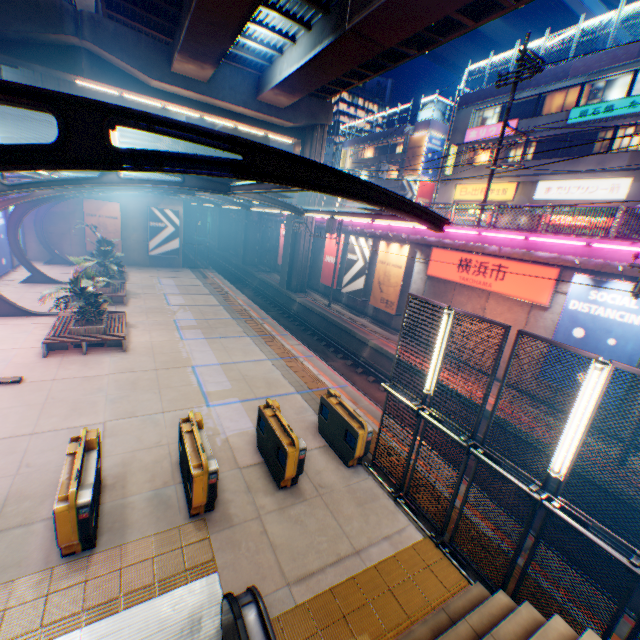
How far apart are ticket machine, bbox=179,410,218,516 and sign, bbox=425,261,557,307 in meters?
13.8

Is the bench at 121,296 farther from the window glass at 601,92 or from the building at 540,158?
the window glass at 601,92

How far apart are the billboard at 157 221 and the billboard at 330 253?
14.6 meters

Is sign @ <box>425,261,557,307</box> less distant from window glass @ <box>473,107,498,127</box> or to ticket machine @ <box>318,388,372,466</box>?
ticket machine @ <box>318,388,372,466</box>

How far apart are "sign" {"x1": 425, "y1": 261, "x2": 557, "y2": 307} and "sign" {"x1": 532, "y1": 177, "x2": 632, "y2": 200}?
11.75m

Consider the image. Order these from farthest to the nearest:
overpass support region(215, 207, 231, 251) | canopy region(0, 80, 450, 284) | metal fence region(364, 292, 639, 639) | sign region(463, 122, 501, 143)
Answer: overpass support region(215, 207, 231, 251), sign region(463, 122, 501, 143), metal fence region(364, 292, 639, 639), canopy region(0, 80, 450, 284)

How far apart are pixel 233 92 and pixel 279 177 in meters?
21.5

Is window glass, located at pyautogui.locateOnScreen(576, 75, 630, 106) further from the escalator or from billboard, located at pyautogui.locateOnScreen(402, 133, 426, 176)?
the escalator
